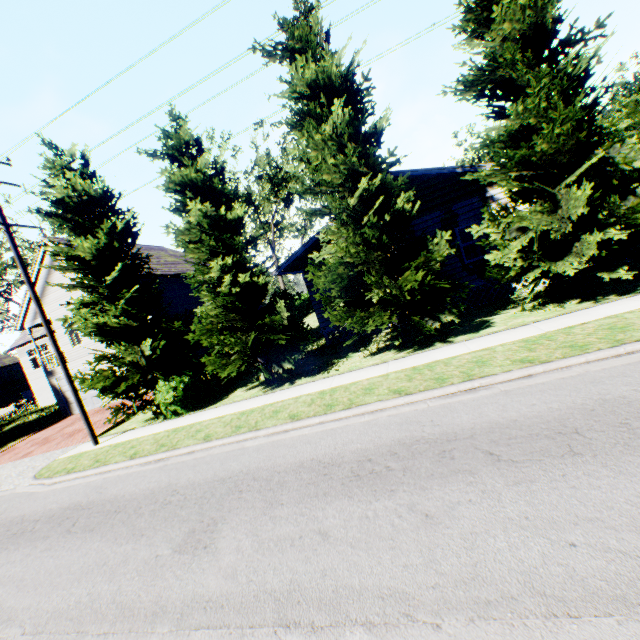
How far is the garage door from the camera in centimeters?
2164cm

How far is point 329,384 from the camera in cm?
977

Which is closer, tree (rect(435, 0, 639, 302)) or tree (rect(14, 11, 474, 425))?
tree (rect(435, 0, 639, 302))

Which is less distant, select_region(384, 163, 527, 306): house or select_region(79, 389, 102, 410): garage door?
select_region(384, 163, 527, 306): house

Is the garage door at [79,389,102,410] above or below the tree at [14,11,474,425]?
below

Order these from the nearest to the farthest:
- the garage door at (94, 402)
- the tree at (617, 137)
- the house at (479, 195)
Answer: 1. the tree at (617, 137)
2. the house at (479, 195)
3. the garage door at (94, 402)

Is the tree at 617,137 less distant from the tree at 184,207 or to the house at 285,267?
the tree at 184,207

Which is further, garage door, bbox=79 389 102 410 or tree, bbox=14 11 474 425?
garage door, bbox=79 389 102 410
